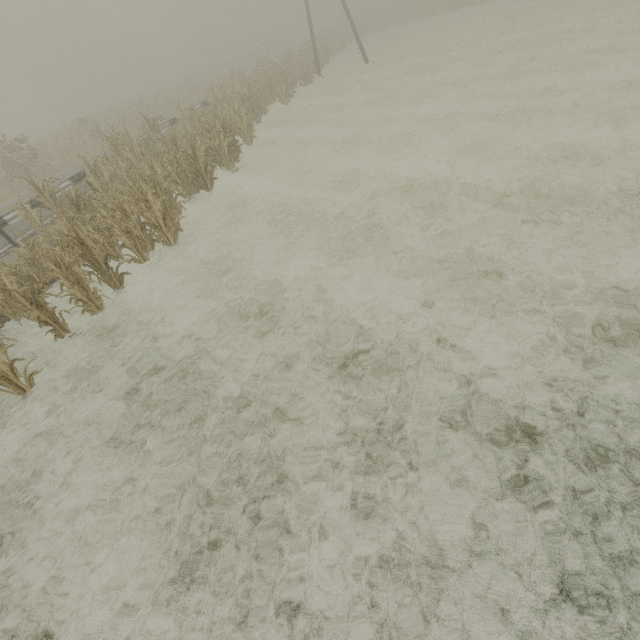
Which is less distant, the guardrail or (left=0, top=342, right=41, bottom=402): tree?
(left=0, top=342, right=41, bottom=402): tree

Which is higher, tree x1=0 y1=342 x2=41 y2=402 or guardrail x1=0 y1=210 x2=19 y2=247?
guardrail x1=0 y1=210 x2=19 y2=247

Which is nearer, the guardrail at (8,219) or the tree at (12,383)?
the tree at (12,383)

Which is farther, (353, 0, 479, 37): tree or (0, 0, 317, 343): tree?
(353, 0, 479, 37): tree

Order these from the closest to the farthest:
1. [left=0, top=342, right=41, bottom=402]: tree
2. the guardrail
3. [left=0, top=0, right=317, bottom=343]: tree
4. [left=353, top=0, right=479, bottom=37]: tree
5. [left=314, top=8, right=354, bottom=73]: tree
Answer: [left=0, top=342, right=41, bottom=402]: tree
[left=0, top=0, right=317, bottom=343]: tree
the guardrail
[left=314, top=8, right=354, bottom=73]: tree
[left=353, top=0, right=479, bottom=37]: tree

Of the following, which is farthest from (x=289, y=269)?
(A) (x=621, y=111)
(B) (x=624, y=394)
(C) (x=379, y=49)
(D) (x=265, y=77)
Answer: (C) (x=379, y=49)

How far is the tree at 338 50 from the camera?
29.53m

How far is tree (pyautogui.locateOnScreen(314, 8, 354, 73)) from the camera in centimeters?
2953cm
